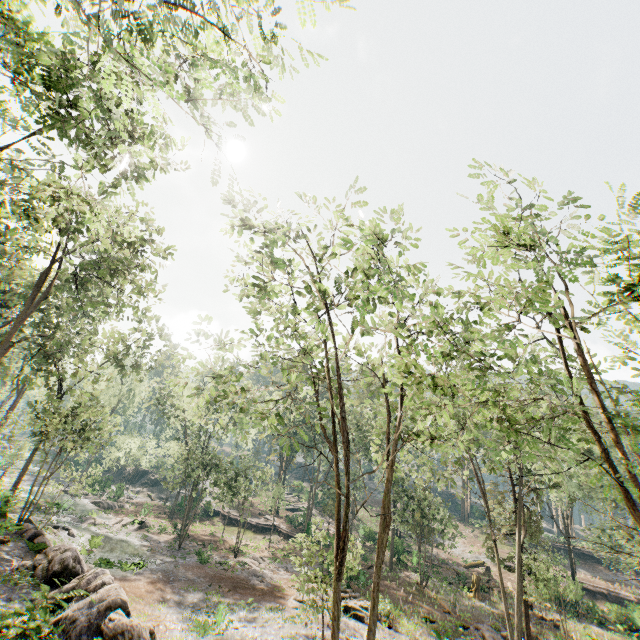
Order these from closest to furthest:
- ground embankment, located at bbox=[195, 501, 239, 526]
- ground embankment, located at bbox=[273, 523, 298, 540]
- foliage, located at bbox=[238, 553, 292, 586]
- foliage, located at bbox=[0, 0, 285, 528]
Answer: foliage, located at bbox=[0, 0, 285, 528]
foliage, located at bbox=[238, 553, 292, 586]
ground embankment, located at bbox=[273, 523, 298, 540]
ground embankment, located at bbox=[195, 501, 239, 526]

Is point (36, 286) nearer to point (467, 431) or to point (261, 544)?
point (467, 431)

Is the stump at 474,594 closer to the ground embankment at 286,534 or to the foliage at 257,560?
the foliage at 257,560

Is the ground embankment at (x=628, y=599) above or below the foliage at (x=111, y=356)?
below

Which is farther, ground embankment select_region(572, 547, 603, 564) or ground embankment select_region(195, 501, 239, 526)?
ground embankment select_region(572, 547, 603, 564)

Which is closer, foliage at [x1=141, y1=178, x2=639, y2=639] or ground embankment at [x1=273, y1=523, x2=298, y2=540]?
foliage at [x1=141, y1=178, x2=639, y2=639]

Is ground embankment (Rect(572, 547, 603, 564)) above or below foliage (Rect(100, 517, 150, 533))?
above

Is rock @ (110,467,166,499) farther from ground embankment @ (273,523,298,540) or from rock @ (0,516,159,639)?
rock @ (0,516,159,639)
